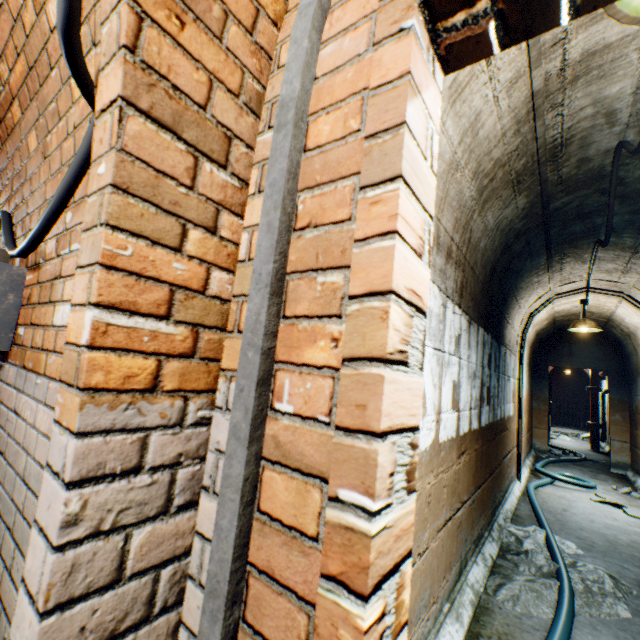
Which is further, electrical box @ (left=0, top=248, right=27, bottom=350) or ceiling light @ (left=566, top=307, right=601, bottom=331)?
ceiling light @ (left=566, top=307, right=601, bottom=331)

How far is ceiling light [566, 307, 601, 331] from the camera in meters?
5.1 m

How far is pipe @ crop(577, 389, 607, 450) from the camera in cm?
939

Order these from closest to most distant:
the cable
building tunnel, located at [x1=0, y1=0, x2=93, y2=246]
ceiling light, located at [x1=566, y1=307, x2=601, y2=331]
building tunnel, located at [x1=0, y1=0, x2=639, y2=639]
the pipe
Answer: building tunnel, located at [x1=0, y1=0, x2=639, y2=639]
building tunnel, located at [x1=0, y1=0, x2=93, y2=246]
the cable
ceiling light, located at [x1=566, y1=307, x2=601, y2=331]
the pipe

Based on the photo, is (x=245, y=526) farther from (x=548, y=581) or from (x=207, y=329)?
(x=548, y=581)

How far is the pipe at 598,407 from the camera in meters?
9.4 m

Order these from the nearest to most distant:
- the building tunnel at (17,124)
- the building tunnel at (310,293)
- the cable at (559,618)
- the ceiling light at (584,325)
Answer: the building tunnel at (310,293) → the building tunnel at (17,124) → the cable at (559,618) → the ceiling light at (584,325)

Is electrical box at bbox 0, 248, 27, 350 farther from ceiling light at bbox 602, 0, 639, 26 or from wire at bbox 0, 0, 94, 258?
ceiling light at bbox 602, 0, 639, 26
